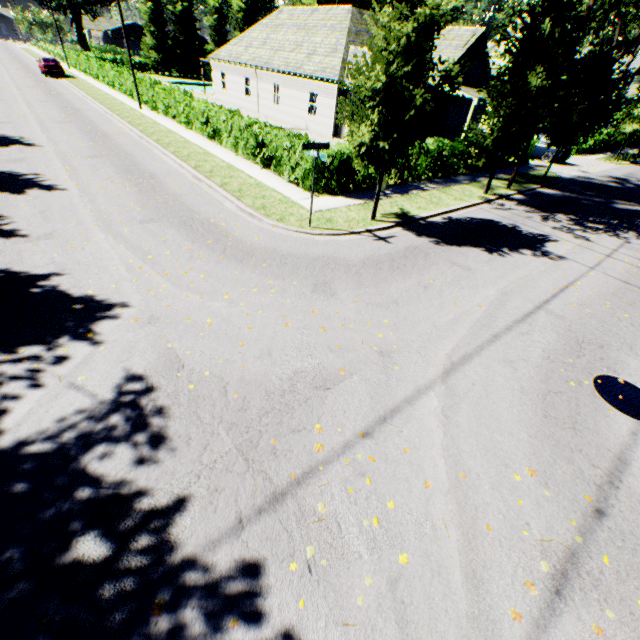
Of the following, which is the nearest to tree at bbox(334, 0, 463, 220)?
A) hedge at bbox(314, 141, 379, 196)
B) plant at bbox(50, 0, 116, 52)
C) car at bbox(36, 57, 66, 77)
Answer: plant at bbox(50, 0, 116, 52)

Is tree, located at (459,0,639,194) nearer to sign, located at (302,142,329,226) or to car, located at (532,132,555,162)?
sign, located at (302,142,329,226)

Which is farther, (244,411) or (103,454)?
(244,411)

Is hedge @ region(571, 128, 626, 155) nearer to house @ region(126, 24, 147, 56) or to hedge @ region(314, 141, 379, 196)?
hedge @ region(314, 141, 379, 196)

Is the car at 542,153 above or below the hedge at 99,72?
below

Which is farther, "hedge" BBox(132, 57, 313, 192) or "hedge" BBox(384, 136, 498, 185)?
"hedge" BBox(384, 136, 498, 185)

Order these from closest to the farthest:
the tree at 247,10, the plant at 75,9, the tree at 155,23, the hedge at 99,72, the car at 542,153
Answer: the car at 542,153 < the hedge at 99,72 < the tree at 155,23 < the plant at 75,9 < the tree at 247,10

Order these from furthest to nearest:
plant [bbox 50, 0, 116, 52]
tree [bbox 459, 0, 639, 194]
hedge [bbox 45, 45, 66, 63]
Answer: plant [bbox 50, 0, 116, 52] < hedge [bbox 45, 45, 66, 63] < tree [bbox 459, 0, 639, 194]
